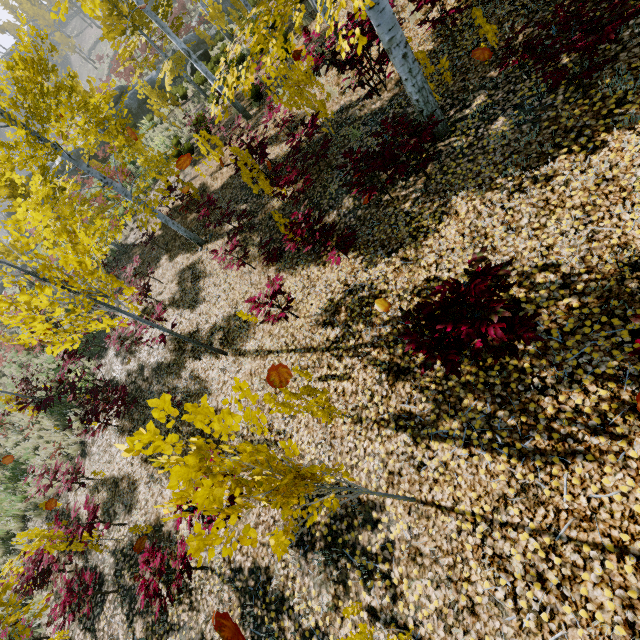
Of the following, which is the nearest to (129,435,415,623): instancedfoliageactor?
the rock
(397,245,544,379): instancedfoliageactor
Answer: (397,245,544,379): instancedfoliageactor

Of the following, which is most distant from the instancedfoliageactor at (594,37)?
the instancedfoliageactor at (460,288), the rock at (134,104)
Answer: the rock at (134,104)

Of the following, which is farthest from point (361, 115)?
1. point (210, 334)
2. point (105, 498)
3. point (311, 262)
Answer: point (105, 498)

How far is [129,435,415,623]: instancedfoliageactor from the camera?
1.66m

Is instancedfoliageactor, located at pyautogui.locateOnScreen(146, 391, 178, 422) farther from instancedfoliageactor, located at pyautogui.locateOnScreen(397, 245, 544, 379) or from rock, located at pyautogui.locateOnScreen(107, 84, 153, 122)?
rock, located at pyautogui.locateOnScreen(107, 84, 153, 122)

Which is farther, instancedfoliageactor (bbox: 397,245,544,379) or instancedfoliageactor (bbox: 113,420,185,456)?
instancedfoliageactor (bbox: 397,245,544,379)

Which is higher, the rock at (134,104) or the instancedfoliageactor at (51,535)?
the rock at (134,104)
